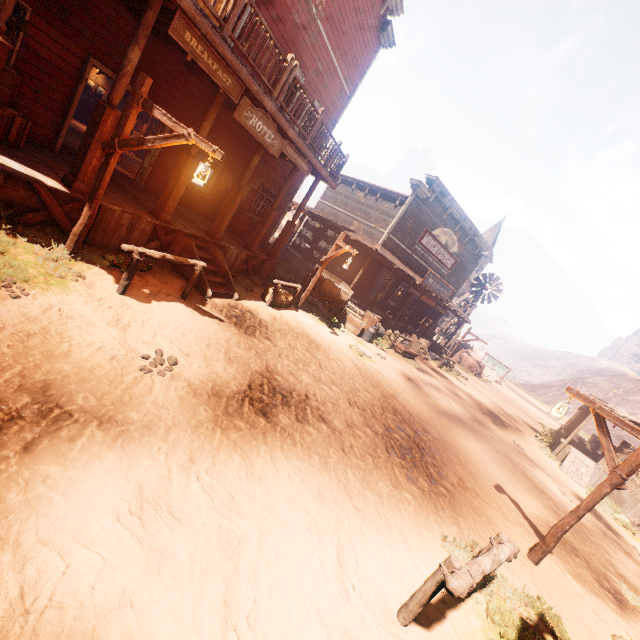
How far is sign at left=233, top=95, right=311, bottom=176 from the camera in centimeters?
732cm

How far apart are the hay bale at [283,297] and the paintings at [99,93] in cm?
1505

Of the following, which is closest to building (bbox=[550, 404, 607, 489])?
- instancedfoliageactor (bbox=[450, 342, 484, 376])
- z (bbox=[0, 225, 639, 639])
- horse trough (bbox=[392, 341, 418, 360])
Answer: z (bbox=[0, 225, 639, 639])

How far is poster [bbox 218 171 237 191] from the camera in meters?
12.3 m

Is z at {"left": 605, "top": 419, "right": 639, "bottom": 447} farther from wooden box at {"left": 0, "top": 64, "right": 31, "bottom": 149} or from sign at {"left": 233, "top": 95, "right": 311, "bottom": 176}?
sign at {"left": 233, "top": 95, "right": 311, "bottom": 176}

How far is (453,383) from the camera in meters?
19.0

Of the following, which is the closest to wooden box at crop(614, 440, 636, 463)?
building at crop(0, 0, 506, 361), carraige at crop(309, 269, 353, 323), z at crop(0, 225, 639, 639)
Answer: building at crop(0, 0, 506, 361)

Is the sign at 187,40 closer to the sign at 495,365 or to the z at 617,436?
the z at 617,436
